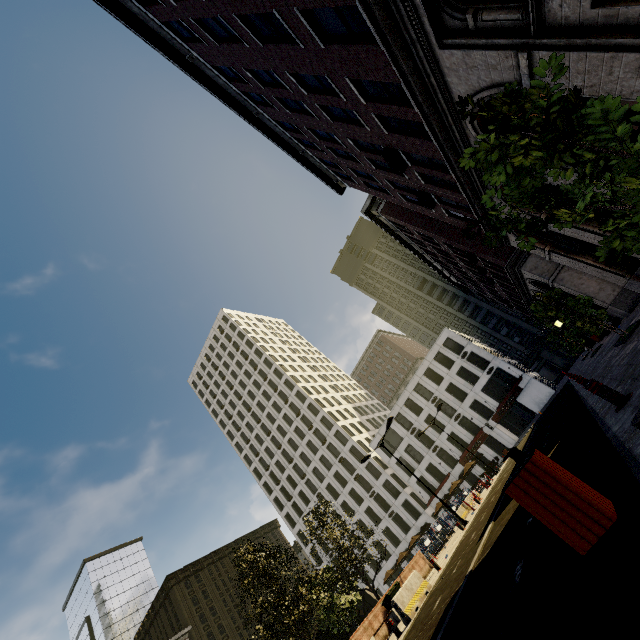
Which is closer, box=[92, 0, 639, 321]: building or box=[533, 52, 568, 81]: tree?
box=[533, 52, 568, 81]: tree

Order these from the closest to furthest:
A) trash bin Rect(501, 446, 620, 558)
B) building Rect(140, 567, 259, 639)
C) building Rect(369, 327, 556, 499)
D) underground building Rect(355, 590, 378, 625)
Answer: trash bin Rect(501, 446, 620, 558), underground building Rect(355, 590, 378, 625), building Rect(369, 327, 556, 499), building Rect(140, 567, 259, 639)

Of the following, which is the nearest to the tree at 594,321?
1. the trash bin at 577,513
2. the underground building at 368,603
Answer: the underground building at 368,603

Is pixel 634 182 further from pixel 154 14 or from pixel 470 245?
pixel 470 245

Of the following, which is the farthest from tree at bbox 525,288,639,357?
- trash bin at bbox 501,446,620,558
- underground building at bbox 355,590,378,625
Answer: trash bin at bbox 501,446,620,558

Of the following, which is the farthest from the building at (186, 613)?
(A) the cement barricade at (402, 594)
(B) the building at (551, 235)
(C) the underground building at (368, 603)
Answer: (A) the cement barricade at (402, 594)

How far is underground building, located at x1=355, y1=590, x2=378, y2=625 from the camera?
33.9m

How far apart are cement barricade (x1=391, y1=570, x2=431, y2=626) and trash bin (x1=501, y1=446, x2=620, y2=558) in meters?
12.5 m
